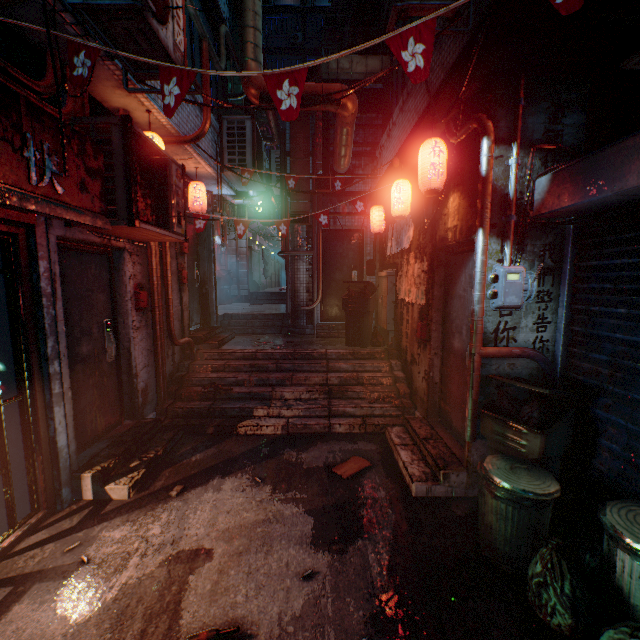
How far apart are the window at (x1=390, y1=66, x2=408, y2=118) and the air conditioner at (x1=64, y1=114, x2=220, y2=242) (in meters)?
3.06

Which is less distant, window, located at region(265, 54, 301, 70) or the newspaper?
the newspaper

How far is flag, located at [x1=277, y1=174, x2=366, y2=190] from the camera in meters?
5.3 m

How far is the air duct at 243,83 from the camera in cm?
441

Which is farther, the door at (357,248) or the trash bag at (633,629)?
the door at (357,248)

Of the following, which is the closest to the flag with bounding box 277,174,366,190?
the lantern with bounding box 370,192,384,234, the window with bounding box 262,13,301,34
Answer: the lantern with bounding box 370,192,384,234

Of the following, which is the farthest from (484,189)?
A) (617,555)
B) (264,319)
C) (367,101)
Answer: (264,319)

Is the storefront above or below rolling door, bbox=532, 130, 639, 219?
below
